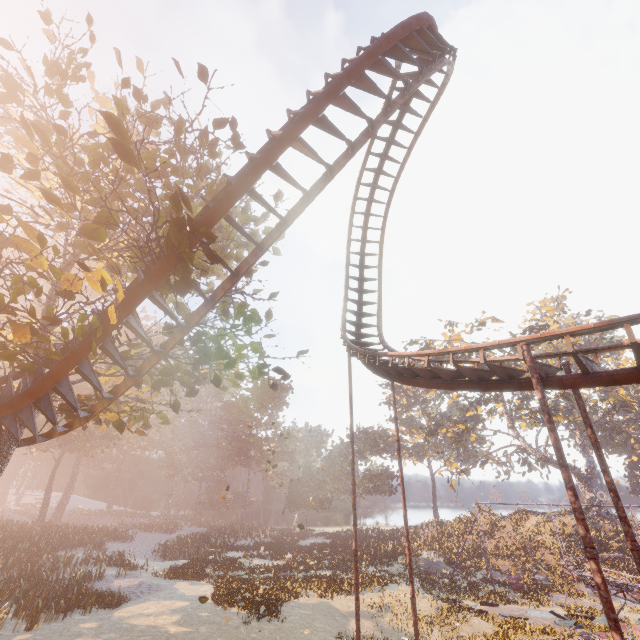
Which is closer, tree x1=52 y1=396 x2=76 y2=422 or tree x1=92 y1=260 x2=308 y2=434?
tree x1=92 y1=260 x2=308 y2=434

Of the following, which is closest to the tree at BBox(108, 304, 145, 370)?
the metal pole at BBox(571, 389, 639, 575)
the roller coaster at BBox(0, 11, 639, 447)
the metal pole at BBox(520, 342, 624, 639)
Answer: the roller coaster at BBox(0, 11, 639, 447)

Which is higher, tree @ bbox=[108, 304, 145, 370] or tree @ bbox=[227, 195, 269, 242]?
tree @ bbox=[227, 195, 269, 242]

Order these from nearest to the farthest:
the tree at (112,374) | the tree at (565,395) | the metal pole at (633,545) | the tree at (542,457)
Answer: the metal pole at (633,545) → the tree at (112,374) → the tree at (565,395) → the tree at (542,457)

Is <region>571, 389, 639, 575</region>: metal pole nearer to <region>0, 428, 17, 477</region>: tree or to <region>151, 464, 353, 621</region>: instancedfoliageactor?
<region>0, 428, 17, 477</region>: tree

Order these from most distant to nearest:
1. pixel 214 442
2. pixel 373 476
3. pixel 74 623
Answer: pixel 373 476 < pixel 214 442 < pixel 74 623

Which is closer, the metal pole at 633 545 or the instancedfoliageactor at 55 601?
the metal pole at 633 545

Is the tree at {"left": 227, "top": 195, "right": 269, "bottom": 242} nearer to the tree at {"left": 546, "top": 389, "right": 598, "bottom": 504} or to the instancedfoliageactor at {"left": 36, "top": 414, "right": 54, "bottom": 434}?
the instancedfoliageactor at {"left": 36, "top": 414, "right": 54, "bottom": 434}
